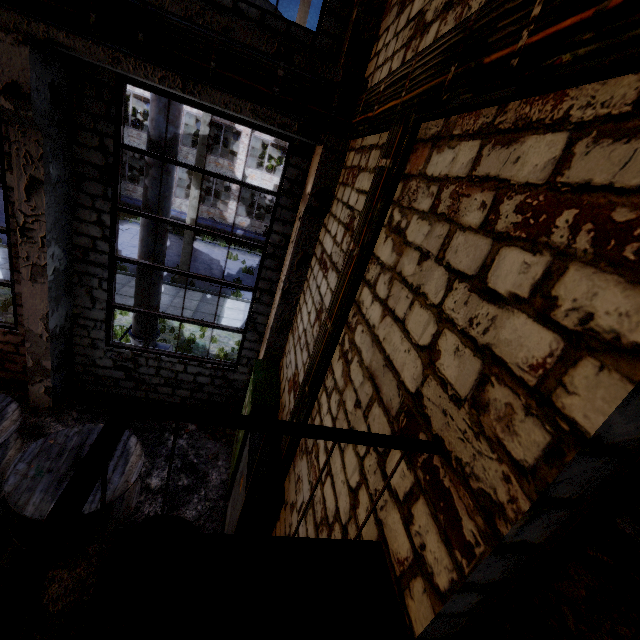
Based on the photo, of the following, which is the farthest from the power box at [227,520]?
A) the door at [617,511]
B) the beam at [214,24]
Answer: the beam at [214,24]

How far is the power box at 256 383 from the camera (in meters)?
5.39

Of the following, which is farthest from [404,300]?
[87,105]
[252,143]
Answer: [252,143]

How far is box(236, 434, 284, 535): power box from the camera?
3.9m

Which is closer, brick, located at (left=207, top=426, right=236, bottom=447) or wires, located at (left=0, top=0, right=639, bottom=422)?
wires, located at (left=0, top=0, right=639, bottom=422)

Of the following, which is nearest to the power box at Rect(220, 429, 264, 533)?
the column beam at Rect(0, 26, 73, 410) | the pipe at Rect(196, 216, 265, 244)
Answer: the column beam at Rect(0, 26, 73, 410)

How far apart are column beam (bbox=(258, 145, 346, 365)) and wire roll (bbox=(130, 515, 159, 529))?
2.3 meters

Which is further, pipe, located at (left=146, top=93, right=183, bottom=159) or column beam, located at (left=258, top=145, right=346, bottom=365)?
pipe, located at (left=146, top=93, right=183, bottom=159)
